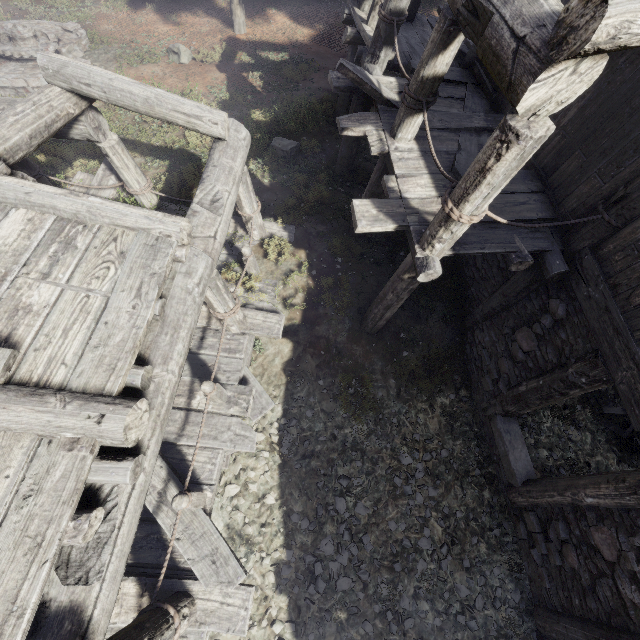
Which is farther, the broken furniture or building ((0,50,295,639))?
the broken furniture

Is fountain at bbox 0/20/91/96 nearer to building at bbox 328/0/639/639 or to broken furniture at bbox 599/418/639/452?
building at bbox 328/0/639/639

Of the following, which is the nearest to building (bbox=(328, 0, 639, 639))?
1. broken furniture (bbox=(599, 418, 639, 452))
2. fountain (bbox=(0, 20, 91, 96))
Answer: broken furniture (bbox=(599, 418, 639, 452))

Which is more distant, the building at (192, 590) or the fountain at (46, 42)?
the fountain at (46, 42)

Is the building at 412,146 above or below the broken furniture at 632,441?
above

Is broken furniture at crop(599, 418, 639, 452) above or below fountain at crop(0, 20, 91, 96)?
below

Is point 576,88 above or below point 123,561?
above
